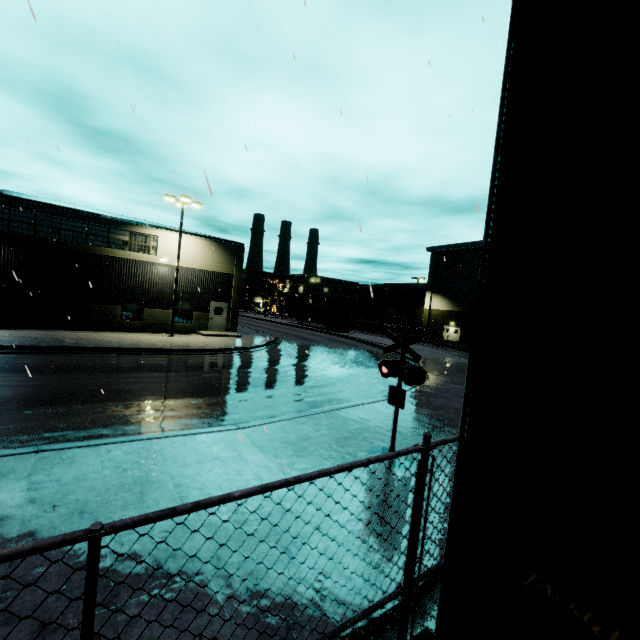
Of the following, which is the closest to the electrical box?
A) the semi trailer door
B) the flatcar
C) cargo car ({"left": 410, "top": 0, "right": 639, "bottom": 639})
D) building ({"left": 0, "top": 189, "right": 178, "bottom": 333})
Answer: building ({"left": 0, "top": 189, "right": 178, "bottom": 333})

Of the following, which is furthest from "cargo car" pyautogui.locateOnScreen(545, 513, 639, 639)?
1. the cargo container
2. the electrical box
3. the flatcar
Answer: the electrical box

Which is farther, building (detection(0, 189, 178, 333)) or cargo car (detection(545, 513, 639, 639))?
building (detection(0, 189, 178, 333))

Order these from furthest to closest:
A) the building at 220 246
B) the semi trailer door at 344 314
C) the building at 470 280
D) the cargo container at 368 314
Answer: the cargo container at 368 314 < the building at 470 280 < the semi trailer door at 344 314 < the building at 220 246

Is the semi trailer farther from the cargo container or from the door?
the door

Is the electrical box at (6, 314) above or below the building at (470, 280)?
below

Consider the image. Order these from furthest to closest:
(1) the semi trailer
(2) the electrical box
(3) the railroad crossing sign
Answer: (1) the semi trailer < (2) the electrical box < (3) the railroad crossing sign

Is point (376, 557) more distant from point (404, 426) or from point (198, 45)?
point (198, 45)
